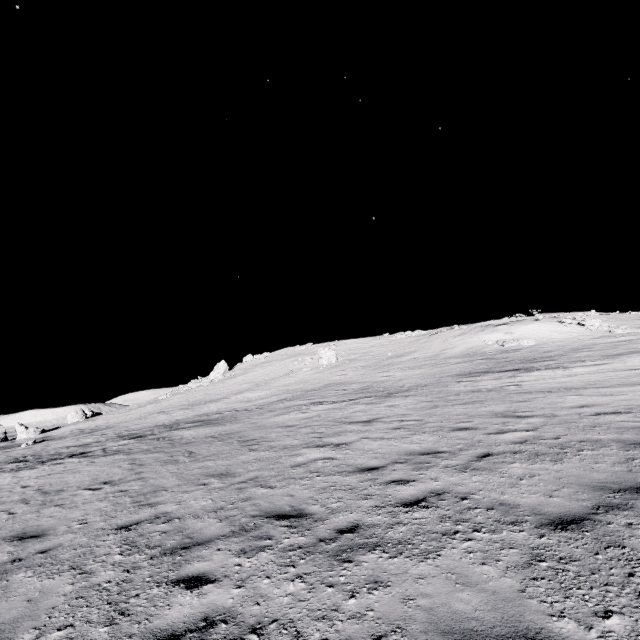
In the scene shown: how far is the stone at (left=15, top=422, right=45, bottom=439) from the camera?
42.1m

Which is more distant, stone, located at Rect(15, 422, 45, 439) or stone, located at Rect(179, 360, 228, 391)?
stone, located at Rect(179, 360, 228, 391)

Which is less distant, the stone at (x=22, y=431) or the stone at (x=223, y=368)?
the stone at (x=22, y=431)

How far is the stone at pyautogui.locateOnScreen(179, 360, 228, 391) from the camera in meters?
53.3

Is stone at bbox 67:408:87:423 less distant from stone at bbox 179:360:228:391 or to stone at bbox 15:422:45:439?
stone at bbox 15:422:45:439

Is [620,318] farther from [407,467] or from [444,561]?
[444,561]

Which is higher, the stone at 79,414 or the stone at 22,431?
the stone at 79,414
